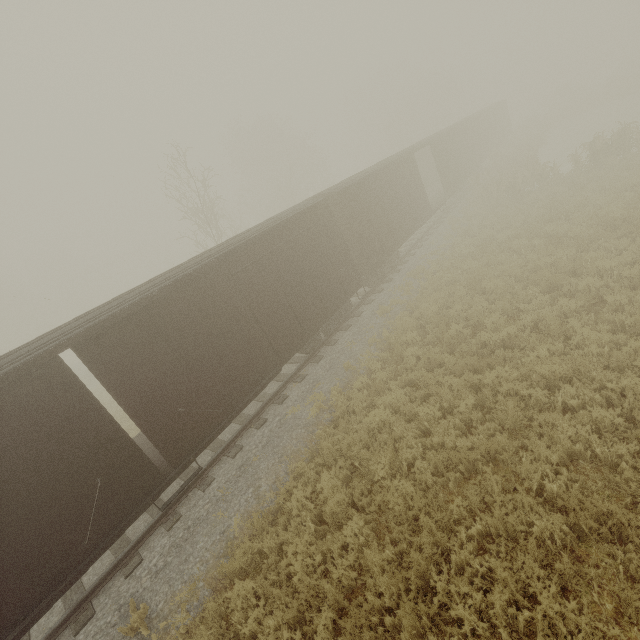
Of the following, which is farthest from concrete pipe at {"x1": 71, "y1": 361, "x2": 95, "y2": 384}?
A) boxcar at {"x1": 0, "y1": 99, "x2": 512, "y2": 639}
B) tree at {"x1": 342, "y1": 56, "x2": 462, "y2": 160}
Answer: tree at {"x1": 342, "y1": 56, "x2": 462, "y2": 160}

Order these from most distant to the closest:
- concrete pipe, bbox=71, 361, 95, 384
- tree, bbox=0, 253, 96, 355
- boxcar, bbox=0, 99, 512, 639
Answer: tree, bbox=0, 253, 96, 355
concrete pipe, bbox=71, 361, 95, 384
boxcar, bbox=0, 99, 512, 639

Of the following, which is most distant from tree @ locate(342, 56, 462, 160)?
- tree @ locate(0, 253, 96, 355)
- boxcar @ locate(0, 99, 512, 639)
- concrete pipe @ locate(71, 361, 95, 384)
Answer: concrete pipe @ locate(71, 361, 95, 384)

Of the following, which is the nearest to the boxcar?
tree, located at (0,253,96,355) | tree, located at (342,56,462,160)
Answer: tree, located at (342,56,462,160)

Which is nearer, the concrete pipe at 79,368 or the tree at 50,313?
the concrete pipe at 79,368

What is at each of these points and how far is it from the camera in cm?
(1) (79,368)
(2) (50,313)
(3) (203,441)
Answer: (1) concrete pipe, 3005
(2) tree, 5419
(3) boxcar, 764

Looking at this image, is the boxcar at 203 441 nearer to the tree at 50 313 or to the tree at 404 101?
the tree at 404 101

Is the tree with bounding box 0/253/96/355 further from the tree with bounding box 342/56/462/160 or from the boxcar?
the boxcar
